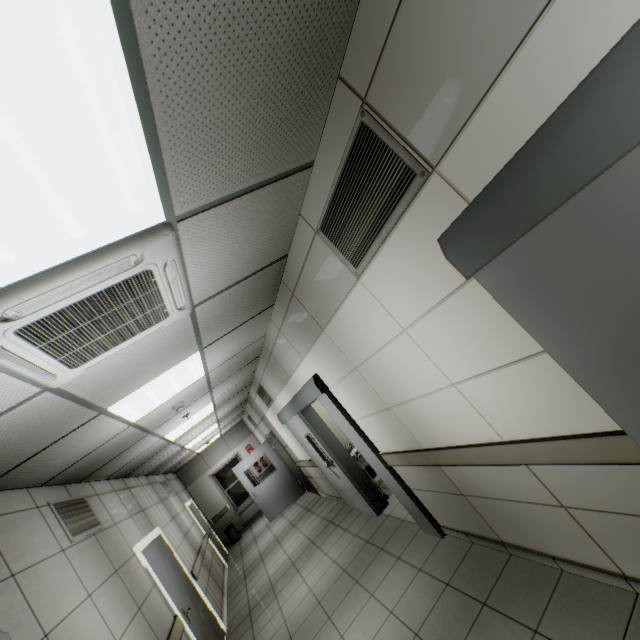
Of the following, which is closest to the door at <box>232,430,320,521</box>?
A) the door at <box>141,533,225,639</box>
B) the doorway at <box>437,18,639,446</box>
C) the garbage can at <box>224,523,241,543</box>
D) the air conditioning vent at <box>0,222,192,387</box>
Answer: the garbage can at <box>224,523,241,543</box>

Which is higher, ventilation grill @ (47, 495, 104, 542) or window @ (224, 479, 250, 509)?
ventilation grill @ (47, 495, 104, 542)

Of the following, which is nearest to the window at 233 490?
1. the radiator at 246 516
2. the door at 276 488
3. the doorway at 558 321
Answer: the radiator at 246 516

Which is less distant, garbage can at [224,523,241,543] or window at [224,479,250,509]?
garbage can at [224,523,241,543]

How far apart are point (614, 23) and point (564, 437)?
1.7m

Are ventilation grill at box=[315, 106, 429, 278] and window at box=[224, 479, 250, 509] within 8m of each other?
no

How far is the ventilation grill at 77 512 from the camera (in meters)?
3.35

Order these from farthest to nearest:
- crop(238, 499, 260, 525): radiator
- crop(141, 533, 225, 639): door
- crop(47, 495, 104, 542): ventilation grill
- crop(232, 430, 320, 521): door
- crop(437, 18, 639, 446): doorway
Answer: crop(238, 499, 260, 525): radiator
crop(232, 430, 320, 521): door
crop(141, 533, 225, 639): door
crop(47, 495, 104, 542): ventilation grill
crop(437, 18, 639, 446): doorway
